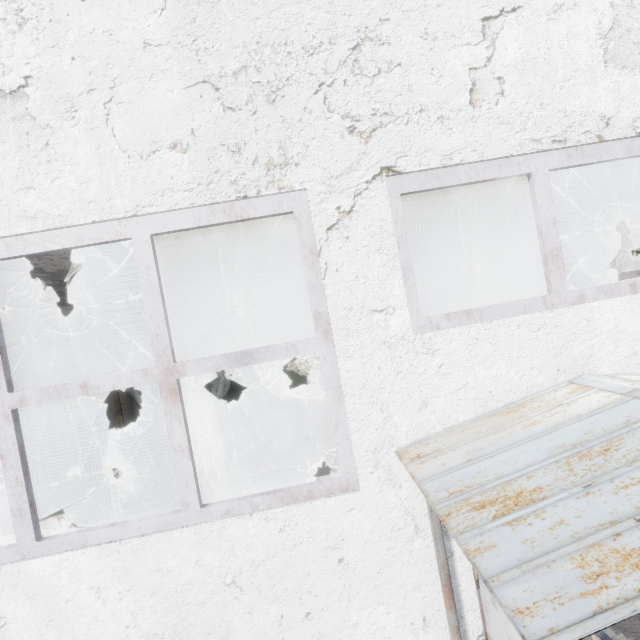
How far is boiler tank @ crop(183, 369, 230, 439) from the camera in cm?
1237

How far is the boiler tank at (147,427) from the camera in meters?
7.5

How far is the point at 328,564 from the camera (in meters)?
2.60

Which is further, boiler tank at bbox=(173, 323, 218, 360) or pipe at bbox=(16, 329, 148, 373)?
boiler tank at bbox=(173, 323, 218, 360)

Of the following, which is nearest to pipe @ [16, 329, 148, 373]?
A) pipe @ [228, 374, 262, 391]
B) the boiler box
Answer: pipe @ [228, 374, 262, 391]

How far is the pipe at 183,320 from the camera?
8.6 meters

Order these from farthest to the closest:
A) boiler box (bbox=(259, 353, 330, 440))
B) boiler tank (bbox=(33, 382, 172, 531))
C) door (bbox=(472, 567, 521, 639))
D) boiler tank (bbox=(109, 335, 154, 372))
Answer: boiler box (bbox=(259, 353, 330, 440)), boiler tank (bbox=(109, 335, 154, 372)), boiler tank (bbox=(33, 382, 172, 531)), door (bbox=(472, 567, 521, 639))

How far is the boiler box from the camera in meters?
10.6
